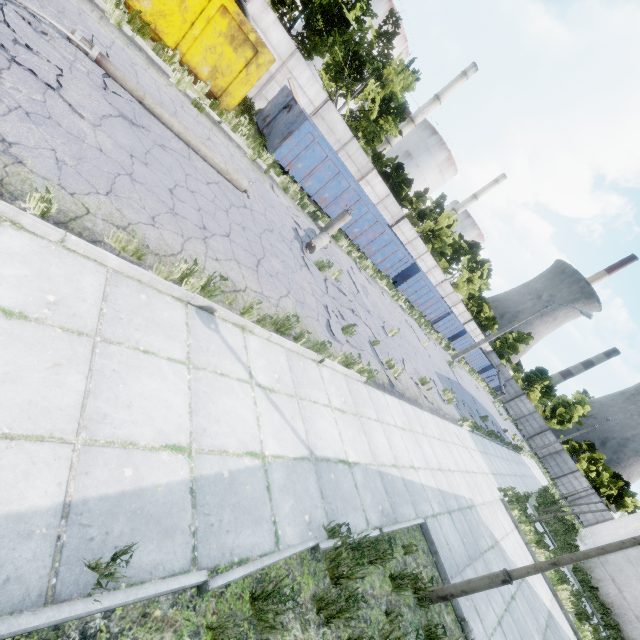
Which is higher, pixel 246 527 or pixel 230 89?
pixel 230 89

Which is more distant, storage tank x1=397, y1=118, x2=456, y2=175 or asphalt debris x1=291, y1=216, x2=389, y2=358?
storage tank x1=397, y1=118, x2=456, y2=175

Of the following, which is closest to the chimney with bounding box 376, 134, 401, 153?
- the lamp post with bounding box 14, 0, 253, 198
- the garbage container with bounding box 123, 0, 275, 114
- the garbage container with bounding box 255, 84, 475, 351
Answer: the garbage container with bounding box 255, 84, 475, 351

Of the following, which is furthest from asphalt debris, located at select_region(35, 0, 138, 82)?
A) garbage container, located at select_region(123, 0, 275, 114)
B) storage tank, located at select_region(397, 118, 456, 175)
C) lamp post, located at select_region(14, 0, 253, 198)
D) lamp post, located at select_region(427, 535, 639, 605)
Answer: storage tank, located at select_region(397, 118, 456, 175)

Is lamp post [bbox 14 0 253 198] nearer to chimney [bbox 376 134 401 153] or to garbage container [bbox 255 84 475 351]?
garbage container [bbox 255 84 475 351]

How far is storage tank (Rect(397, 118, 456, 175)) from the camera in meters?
57.6 m

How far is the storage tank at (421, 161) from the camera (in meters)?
57.56

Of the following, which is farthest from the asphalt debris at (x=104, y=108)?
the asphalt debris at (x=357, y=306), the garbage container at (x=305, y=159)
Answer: the garbage container at (x=305, y=159)
